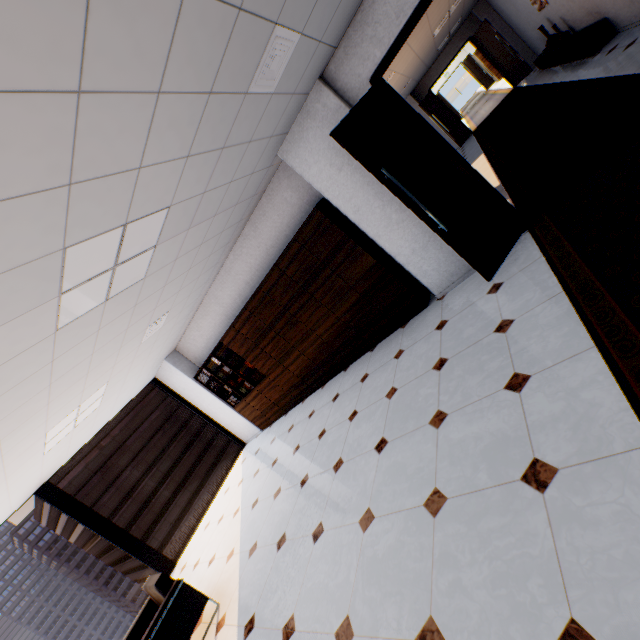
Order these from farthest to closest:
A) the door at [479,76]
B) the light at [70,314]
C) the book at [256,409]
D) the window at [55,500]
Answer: the door at [479,76] < the book at [256,409] < the window at [55,500] < the light at [70,314]

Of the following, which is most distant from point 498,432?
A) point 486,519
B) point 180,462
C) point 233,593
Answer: point 180,462

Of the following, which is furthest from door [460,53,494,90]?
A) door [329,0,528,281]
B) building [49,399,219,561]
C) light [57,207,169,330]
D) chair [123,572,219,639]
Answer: building [49,399,219,561]

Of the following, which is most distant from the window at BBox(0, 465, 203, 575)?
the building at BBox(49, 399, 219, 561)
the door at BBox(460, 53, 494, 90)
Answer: the building at BBox(49, 399, 219, 561)

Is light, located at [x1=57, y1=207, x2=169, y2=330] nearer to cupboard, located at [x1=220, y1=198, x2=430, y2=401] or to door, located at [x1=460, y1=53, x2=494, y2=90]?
cupboard, located at [x1=220, y1=198, x2=430, y2=401]

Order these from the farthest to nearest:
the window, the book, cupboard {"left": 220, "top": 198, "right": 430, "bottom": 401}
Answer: the book → the window → cupboard {"left": 220, "top": 198, "right": 430, "bottom": 401}

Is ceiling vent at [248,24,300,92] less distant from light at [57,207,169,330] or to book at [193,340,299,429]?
light at [57,207,169,330]

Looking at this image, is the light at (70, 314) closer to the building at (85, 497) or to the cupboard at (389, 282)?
the cupboard at (389, 282)
